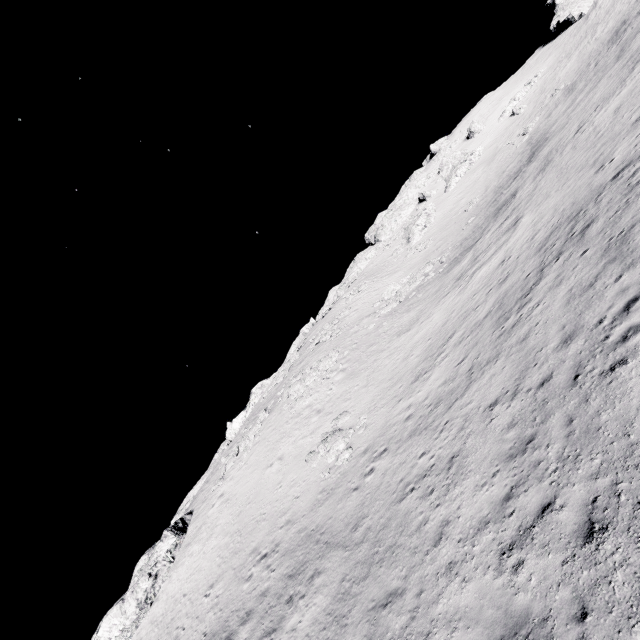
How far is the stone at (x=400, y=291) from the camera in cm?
3325

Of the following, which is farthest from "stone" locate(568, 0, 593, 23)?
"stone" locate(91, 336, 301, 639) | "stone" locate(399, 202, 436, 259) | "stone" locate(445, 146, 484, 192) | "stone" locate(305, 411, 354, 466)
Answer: "stone" locate(91, 336, 301, 639)

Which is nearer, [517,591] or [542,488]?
[517,591]

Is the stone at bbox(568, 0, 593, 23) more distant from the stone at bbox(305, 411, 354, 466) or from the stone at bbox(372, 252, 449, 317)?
the stone at bbox(305, 411, 354, 466)

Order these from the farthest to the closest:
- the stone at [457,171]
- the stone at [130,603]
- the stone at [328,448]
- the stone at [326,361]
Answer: the stone at [457,171]
the stone at [326,361]
the stone at [130,603]
the stone at [328,448]

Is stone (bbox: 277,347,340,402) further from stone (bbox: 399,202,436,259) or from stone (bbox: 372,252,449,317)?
stone (bbox: 399,202,436,259)

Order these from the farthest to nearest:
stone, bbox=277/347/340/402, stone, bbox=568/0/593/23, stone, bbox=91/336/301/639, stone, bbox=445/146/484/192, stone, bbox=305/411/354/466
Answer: stone, bbox=445/146/484/192 → stone, bbox=568/0/593/23 → stone, bbox=277/347/340/402 → stone, bbox=91/336/301/639 → stone, bbox=305/411/354/466

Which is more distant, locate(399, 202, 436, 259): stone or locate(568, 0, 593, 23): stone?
locate(568, 0, 593, 23): stone
